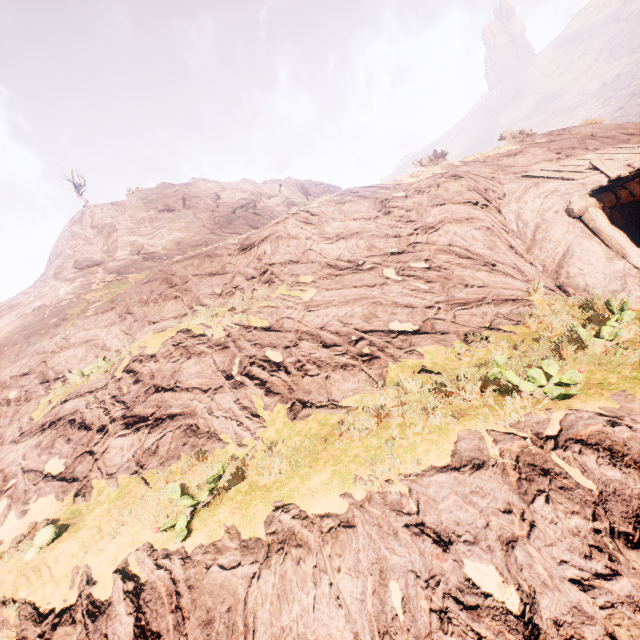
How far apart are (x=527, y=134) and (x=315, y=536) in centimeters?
1639cm
